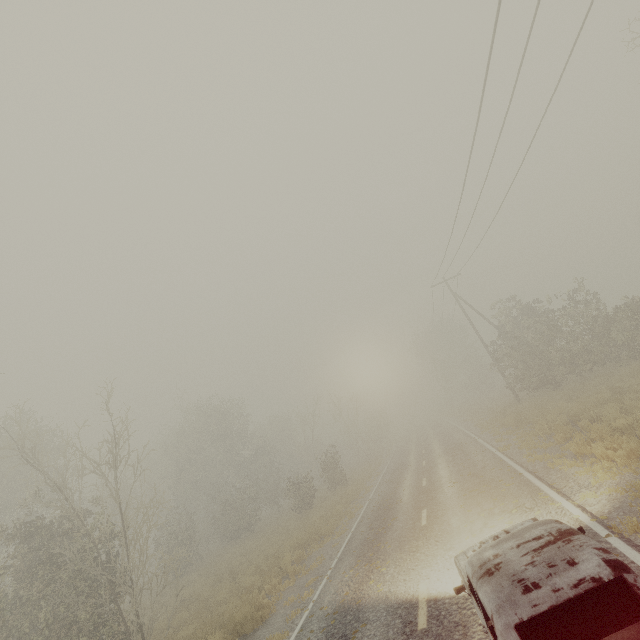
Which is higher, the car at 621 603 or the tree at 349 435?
the tree at 349 435

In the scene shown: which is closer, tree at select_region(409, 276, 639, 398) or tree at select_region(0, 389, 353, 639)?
tree at select_region(0, 389, 353, 639)

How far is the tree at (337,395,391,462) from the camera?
38.7m

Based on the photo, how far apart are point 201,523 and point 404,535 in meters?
27.8 m

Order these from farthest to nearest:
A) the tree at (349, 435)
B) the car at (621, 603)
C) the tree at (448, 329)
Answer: the tree at (349, 435) < the tree at (448, 329) < the car at (621, 603)

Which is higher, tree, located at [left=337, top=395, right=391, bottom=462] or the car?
tree, located at [left=337, top=395, right=391, bottom=462]
